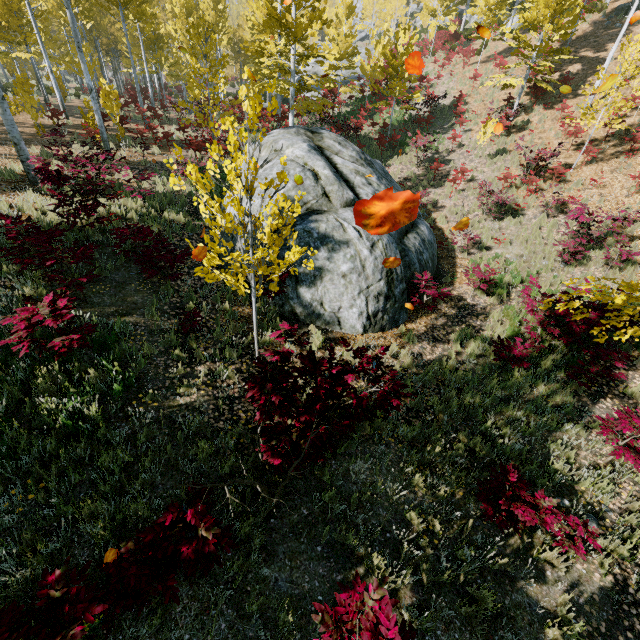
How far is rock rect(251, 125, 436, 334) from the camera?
7.7 meters

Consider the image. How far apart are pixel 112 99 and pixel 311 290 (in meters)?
12.85

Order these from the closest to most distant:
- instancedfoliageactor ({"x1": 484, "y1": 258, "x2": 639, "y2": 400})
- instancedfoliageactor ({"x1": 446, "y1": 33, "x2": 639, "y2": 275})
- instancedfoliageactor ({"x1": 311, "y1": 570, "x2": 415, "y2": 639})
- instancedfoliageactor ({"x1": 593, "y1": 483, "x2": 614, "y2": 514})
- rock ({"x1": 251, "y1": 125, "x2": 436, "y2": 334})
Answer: instancedfoliageactor ({"x1": 311, "y1": 570, "x2": 415, "y2": 639})
instancedfoliageactor ({"x1": 593, "y1": 483, "x2": 614, "y2": 514})
instancedfoliageactor ({"x1": 484, "y1": 258, "x2": 639, "y2": 400})
rock ({"x1": 251, "y1": 125, "x2": 436, "y2": 334})
instancedfoliageactor ({"x1": 446, "y1": 33, "x2": 639, "y2": 275})

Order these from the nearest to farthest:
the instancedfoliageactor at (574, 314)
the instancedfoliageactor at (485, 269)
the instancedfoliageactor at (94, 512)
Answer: the instancedfoliageactor at (94, 512) → the instancedfoliageactor at (574, 314) → the instancedfoliageactor at (485, 269)

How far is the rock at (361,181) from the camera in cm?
766

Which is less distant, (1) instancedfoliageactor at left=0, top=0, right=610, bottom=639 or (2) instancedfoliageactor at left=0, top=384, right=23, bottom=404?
(1) instancedfoliageactor at left=0, top=0, right=610, bottom=639
